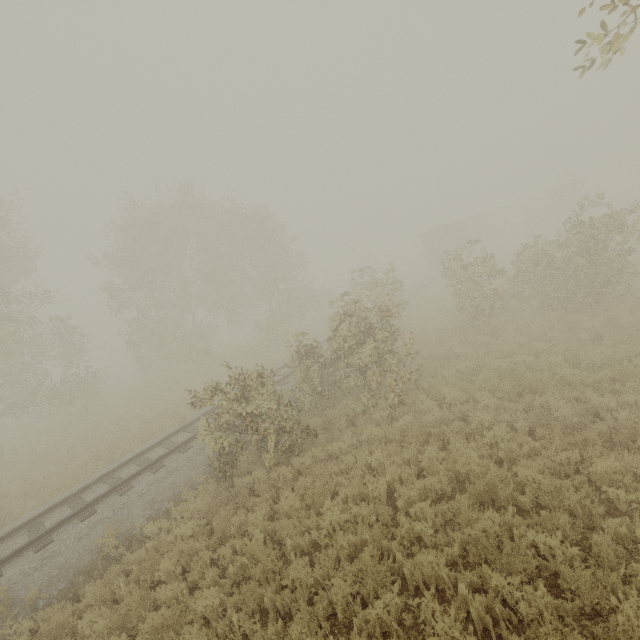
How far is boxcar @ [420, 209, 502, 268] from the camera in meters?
35.8

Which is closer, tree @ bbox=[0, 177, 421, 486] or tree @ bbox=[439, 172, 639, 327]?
tree @ bbox=[0, 177, 421, 486]

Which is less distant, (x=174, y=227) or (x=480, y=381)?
(x=480, y=381)

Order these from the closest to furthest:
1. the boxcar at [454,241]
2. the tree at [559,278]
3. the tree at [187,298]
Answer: the tree at [187,298] < the tree at [559,278] < the boxcar at [454,241]

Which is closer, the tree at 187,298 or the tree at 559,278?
the tree at 187,298

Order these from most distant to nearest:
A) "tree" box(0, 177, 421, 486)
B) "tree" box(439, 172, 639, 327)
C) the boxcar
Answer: the boxcar, "tree" box(439, 172, 639, 327), "tree" box(0, 177, 421, 486)

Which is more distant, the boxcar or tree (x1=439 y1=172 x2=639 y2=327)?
the boxcar
